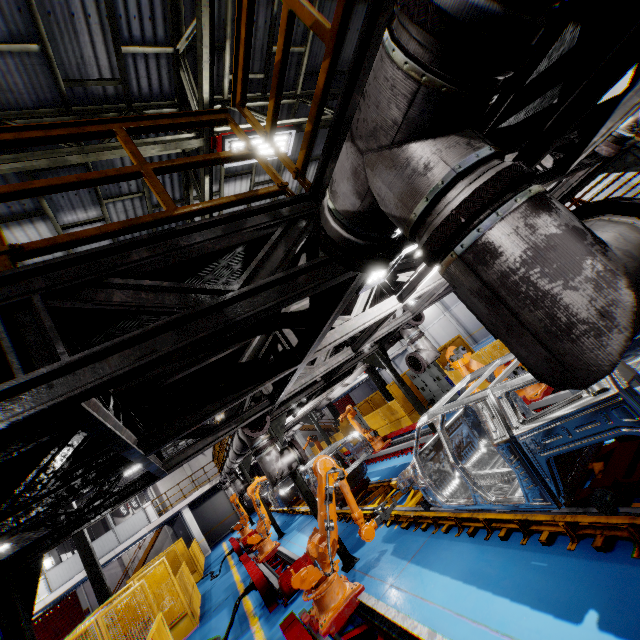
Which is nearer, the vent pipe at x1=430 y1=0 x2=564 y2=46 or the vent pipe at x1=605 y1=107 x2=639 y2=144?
the vent pipe at x1=430 y1=0 x2=564 y2=46

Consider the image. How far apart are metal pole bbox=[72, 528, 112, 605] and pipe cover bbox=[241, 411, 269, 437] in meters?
13.6 m

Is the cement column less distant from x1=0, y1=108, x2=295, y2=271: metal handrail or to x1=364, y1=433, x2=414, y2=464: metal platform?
x1=364, y1=433, x2=414, y2=464: metal platform

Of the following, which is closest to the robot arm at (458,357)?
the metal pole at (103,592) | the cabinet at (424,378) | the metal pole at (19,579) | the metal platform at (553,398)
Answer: the metal platform at (553,398)

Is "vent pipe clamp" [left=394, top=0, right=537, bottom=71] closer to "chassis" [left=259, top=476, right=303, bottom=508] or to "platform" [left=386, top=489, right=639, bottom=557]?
"chassis" [left=259, top=476, right=303, bottom=508]

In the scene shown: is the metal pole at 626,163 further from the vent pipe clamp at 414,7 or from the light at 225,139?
the vent pipe clamp at 414,7

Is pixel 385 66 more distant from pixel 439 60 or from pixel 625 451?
pixel 625 451

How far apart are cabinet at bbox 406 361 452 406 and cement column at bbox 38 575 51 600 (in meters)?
26.06
